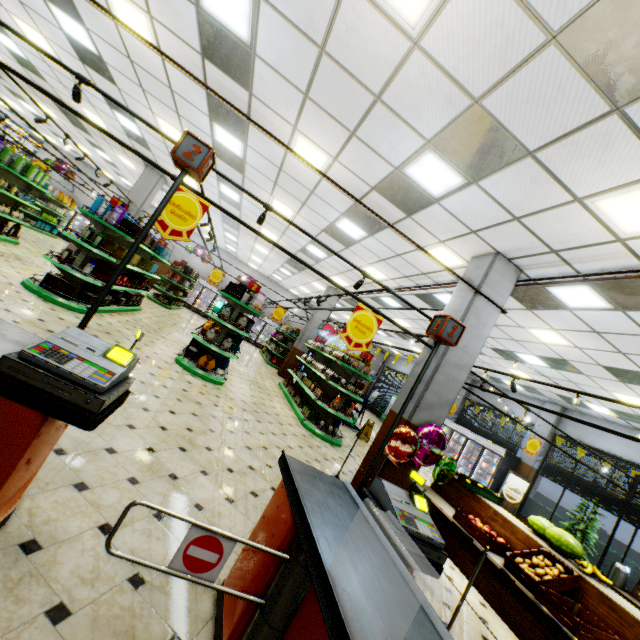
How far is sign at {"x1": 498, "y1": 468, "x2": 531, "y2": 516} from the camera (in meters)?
12.41

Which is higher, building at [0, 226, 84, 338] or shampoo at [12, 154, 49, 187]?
shampoo at [12, 154, 49, 187]

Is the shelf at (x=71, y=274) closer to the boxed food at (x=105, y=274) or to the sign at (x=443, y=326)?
the boxed food at (x=105, y=274)

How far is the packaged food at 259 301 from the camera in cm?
767

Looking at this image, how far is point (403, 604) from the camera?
1.4 meters

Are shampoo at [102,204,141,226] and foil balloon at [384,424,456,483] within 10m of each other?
yes

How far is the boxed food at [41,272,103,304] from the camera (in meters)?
6.50

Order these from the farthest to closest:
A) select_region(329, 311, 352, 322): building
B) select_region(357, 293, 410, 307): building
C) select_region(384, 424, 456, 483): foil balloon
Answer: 1. select_region(329, 311, 352, 322): building
2. select_region(357, 293, 410, 307): building
3. select_region(384, 424, 456, 483): foil balloon
